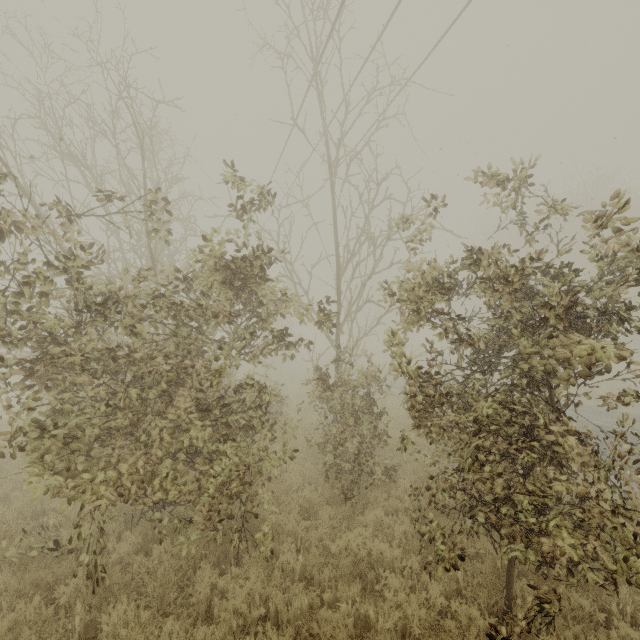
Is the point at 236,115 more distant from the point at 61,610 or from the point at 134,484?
the point at 61,610
